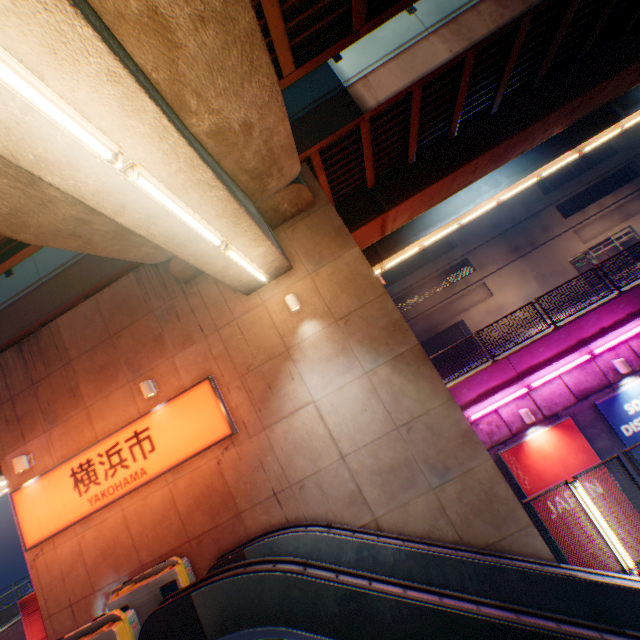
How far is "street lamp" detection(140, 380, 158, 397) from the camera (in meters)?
8.54

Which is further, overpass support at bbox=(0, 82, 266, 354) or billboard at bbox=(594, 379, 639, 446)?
billboard at bbox=(594, 379, 639, 446)

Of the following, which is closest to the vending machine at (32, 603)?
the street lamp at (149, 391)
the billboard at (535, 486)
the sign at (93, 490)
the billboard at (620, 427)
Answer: the sign at (93, 490)

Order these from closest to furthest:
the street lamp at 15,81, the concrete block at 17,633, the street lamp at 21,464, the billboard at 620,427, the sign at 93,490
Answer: the street lamp at 15,81 → the sign at 93,490 → the street lamp at 21,464 → the billboard at 620,427 → the concrete block at 17,633

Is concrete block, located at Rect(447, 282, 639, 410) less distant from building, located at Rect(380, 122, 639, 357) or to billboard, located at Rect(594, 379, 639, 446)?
billboard, located at Rect(594, 379, 639, 446)

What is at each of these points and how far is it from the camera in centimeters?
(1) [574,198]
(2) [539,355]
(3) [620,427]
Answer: (1) building, 3216cm
(2) concrete block, 1123cm
(3) billboard, 1035cm

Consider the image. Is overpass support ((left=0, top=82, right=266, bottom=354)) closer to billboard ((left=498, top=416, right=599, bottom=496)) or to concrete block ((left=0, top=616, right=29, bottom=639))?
concrete block ((left=0, top=616, right=29, bottom=639))

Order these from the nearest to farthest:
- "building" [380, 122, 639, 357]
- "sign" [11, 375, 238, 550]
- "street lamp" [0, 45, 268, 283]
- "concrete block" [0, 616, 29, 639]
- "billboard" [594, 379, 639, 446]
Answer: "street lamp" [0, 45, 268, 283] → "sign" [11, 375, 238, 550] → "billboard" [594, 379, 639, 446] → "concrete block" [0, 616, 29, 639] → "building" [380, 122, 639, 357]
